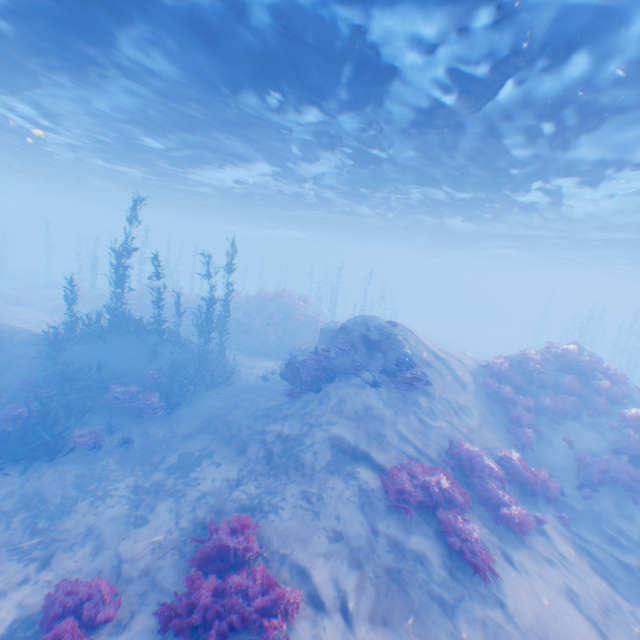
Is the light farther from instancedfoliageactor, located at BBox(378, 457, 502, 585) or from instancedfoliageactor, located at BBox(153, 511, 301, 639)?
instancedfoliageactor, located at BBox(378, 457, 502, 585)

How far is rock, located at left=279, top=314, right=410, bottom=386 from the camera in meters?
13.8 m

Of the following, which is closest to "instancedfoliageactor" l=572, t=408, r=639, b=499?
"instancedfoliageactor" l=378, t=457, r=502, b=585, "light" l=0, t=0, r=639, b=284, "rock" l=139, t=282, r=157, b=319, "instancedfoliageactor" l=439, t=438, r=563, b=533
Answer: "instancedfoliageactor" l=439, t=438, r=563, b=533

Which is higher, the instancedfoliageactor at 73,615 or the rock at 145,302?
the rock at 145,302

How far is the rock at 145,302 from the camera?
25.5m

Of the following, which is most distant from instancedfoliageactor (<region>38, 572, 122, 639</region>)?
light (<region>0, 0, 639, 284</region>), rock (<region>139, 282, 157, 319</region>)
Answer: rock (<region>139, 282, 157, 319</region>)

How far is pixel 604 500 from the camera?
11.2 meters

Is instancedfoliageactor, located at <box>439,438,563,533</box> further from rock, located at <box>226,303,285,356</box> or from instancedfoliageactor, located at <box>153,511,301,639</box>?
rock, located at <box>226,303,285,356</box>
